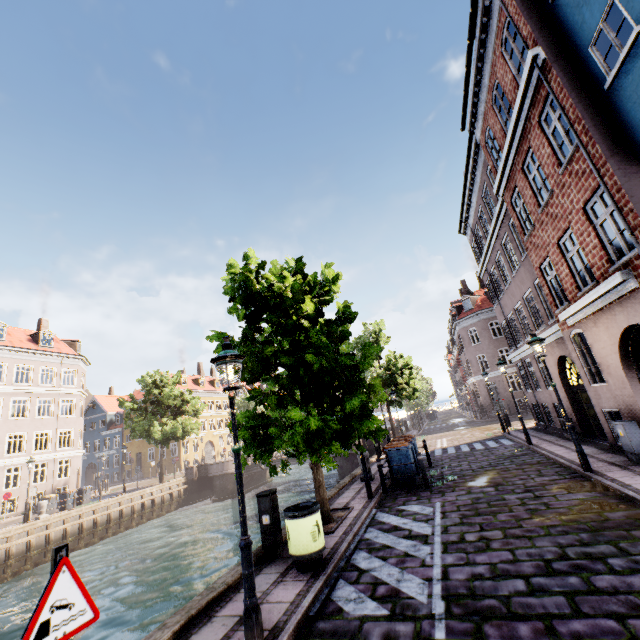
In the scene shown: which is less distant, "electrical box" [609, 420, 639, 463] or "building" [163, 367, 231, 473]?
"electrical box" [609, 420, 639, 463]

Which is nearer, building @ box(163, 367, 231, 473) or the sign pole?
the sign pole

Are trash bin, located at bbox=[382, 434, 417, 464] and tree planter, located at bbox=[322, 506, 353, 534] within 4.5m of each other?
yes

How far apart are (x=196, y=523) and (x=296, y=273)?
21.67m

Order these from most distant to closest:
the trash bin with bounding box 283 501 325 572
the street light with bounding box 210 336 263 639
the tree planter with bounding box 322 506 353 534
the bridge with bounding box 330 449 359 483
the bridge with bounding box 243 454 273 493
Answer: the bridge with bounding box 243 454 273 493
the bridge with bounding box 330 449 359 483
the tree planter with bounding box 322 506 353 534
the trash bin with bounding box 283 501 325 572
the street light with bounding box 210 336 263 639

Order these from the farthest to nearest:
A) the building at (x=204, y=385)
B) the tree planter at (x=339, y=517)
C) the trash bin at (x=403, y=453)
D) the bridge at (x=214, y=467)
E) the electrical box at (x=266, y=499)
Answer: the building at (x=204, y=385) < the bridge at (x=214, y=467) < the trash bin at (x=403, y=453) < the tree planter at (x=339, y=517) < the electrical box at (x=266, y=499)

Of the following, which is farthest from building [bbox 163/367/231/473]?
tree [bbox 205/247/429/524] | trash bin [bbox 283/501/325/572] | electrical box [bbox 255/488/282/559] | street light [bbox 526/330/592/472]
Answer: electrical box [bbox 255/488/282/559]

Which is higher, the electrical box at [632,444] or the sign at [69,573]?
the sign at [69,573]
